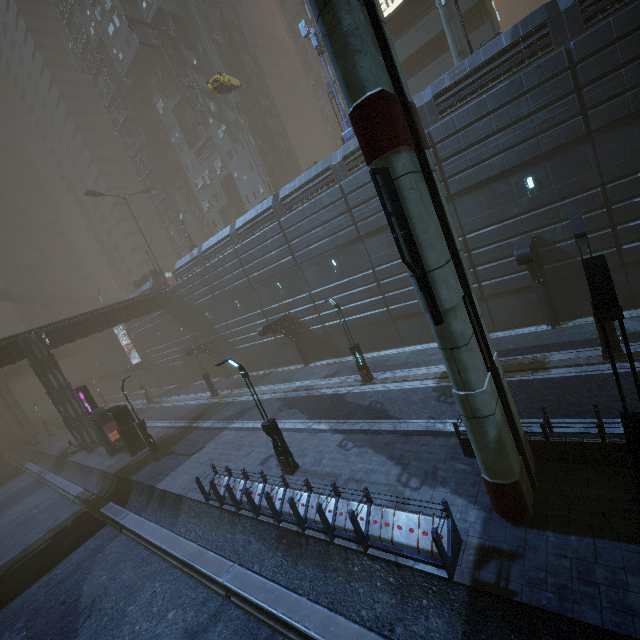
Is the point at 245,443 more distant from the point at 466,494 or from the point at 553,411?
the point at 553,411

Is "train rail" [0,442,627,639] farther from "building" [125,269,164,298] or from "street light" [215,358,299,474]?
"street light" [215,358,299,474]

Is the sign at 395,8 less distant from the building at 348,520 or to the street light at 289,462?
the building at 348,520

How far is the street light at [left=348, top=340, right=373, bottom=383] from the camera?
18.95m

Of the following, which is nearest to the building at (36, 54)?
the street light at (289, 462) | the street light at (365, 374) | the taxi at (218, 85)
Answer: the street light at (289, 462)

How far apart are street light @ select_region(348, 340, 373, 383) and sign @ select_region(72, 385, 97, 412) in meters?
22.7

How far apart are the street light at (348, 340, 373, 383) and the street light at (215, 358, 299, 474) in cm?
668

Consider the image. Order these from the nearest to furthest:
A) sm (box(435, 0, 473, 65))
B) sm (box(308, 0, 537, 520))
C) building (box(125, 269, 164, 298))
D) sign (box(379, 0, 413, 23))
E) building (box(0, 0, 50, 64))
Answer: sm (box(308, 0, 537, 520))
sm (box(435, 0, 473, 65))
sign (box(379, 0, 413, 23))
building (box(125, 269, 164, 298))
building (box(0, 0, 50, 64))
